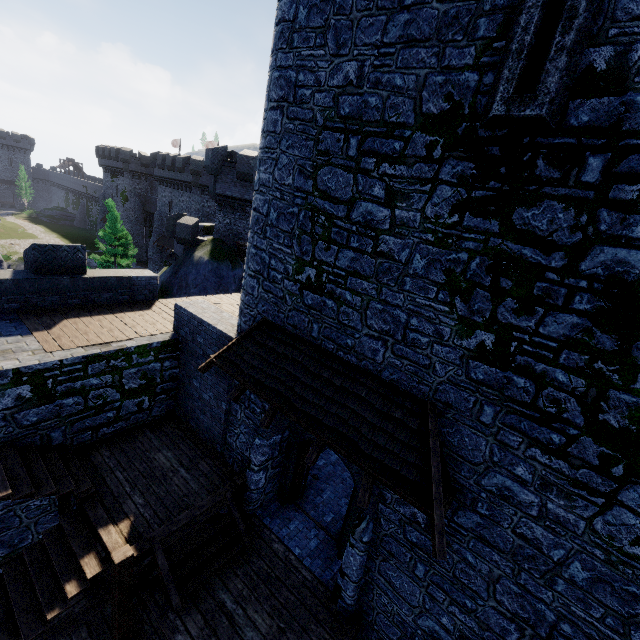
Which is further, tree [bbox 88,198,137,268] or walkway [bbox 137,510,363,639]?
tree [bbox 88,198,137,268]

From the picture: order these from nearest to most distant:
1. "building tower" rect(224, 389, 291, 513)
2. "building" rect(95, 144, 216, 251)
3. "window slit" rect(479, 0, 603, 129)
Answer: "window slit" rect(479, 0, 603, 129)
"building tower" rect(224, 389, 291, 513)
"building" rect(95, 144, 216, 251)

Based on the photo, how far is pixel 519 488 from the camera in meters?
4.8

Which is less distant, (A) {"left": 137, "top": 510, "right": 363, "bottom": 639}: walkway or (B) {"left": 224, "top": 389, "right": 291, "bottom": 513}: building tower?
(A) {"left": 137, "top": 510, "right": 363, "bottom": 639}: walkway

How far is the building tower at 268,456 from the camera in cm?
829

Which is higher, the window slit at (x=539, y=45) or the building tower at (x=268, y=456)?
the window slit at (x=539, y=45)

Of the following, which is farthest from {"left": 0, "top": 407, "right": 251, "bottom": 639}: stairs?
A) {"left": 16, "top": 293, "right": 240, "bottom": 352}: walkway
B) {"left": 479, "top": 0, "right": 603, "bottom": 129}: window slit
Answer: {"left": 479, "top": 0, "right": 603, "bottom": 129}: window slit

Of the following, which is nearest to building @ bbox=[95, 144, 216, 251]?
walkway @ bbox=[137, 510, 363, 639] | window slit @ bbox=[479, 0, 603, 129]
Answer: walkway @ bbox=[137, 510, 363, 639]
